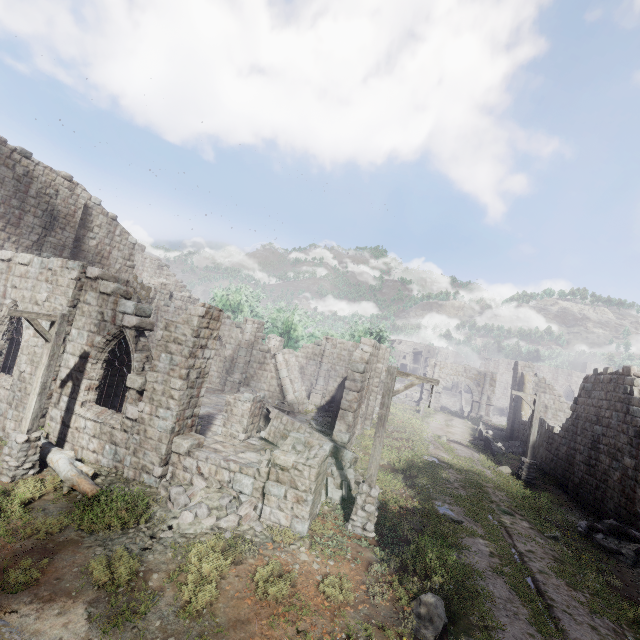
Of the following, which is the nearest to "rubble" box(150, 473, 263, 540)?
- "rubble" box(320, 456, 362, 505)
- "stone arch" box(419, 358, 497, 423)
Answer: "rubble" box(320, 456, 362, 505)

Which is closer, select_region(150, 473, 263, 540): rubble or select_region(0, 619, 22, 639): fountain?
select_region(0, 619, 22, 639): fountain

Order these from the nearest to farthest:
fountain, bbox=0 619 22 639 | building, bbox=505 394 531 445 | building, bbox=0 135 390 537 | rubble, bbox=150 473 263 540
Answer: fountain, bbox=0 619 22 639 → rubble, bbox=150 473 263 540 → building, bbox=0 135 390 537 → building, bbox=505 394 531 445

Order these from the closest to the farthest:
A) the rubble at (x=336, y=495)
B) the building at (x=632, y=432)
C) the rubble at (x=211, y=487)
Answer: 1. the rubble at (x=211, y=487)
2. the rubble at (x=336, y=495)
3. the building at (x=632, y=432)

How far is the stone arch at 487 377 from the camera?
37.0 meters

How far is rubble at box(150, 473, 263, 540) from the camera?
7.9 meters

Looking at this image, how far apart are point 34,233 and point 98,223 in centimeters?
409cm

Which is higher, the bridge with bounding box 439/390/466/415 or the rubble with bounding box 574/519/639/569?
the bridge with bounding box 439/390/466/415
